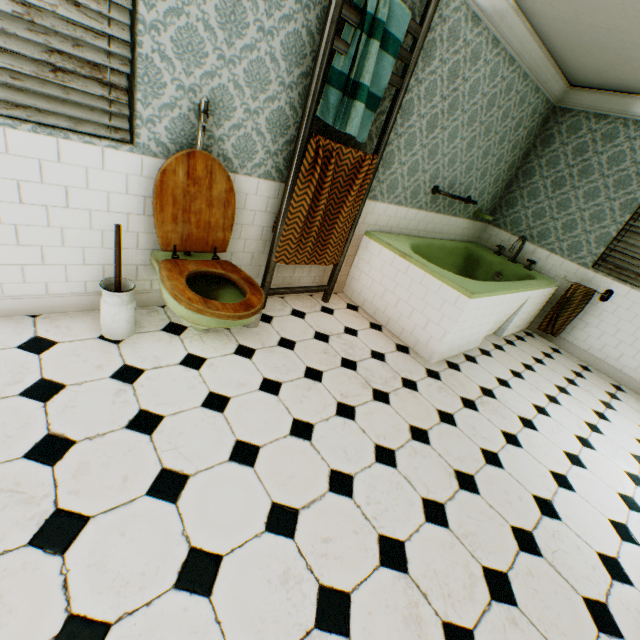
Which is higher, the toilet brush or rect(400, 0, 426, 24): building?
rect(400, 0, 426, 24): building

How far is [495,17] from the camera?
3.1 meters

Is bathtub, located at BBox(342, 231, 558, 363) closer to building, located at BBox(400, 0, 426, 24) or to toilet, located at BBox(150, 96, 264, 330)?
building, located at BBox(400, 0, 426, 24)

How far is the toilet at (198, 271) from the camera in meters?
2.0 m

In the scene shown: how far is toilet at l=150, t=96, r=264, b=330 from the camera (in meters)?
2.00

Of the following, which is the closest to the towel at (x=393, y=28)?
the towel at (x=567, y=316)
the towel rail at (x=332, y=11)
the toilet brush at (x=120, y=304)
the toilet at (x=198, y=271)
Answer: the towel rail at (x=332, y=11)

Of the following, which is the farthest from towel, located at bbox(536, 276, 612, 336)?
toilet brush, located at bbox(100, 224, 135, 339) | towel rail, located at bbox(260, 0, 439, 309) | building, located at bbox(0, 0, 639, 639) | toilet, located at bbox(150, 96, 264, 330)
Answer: toilet brush, located at bbox(100, 224, 135, 339)

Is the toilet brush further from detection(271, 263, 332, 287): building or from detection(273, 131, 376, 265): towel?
detection(273, 131, 376, 265): towel
